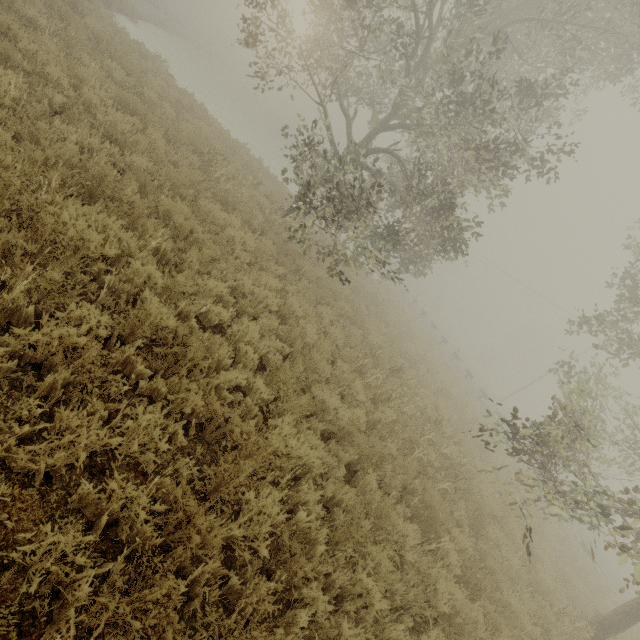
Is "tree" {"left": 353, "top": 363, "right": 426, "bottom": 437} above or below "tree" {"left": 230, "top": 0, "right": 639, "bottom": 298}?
below

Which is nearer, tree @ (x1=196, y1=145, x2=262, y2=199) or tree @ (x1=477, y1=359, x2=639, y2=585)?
tree @ (x1=477, y1=359, x2=639, y2=585)

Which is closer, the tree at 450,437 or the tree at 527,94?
the tree at 450,437

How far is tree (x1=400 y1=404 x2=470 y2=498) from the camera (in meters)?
6.99

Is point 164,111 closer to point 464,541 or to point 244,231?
point 244,231

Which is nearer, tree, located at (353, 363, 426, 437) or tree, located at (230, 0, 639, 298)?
tree, located at (353, 363, 426, 437)

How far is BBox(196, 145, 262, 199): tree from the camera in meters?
9.1 m

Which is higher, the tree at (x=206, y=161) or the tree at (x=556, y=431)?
the tree at (x=556, y=431)
